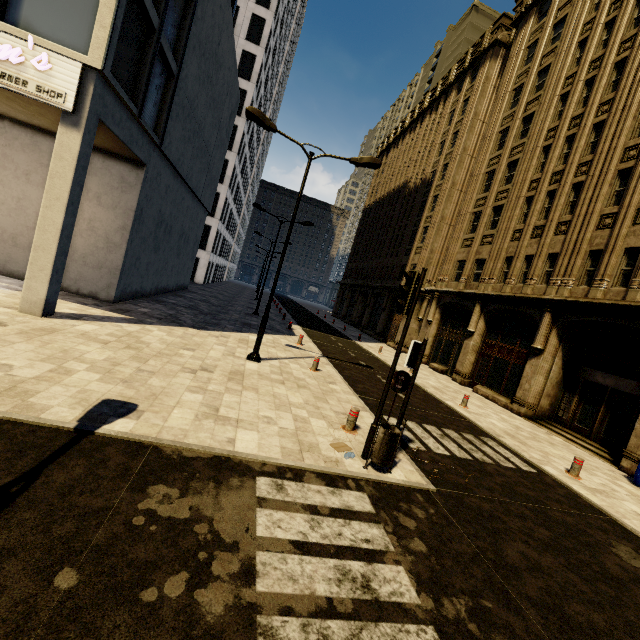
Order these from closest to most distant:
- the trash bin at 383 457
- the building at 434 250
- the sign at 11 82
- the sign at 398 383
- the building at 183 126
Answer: the trash bin at 383 457 < the sign at 398 383 < the sign at 11 82 < the building at 183 126 < the building at 434 250

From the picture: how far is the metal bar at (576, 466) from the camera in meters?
9.1 m

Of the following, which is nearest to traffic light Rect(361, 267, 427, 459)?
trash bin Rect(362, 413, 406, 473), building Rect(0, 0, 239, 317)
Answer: trash bin Rect(362, 413, 406, 473)

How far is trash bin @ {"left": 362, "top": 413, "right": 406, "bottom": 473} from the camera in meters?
6.0 m

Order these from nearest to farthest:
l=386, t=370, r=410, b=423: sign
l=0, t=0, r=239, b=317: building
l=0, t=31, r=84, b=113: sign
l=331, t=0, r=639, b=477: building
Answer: l=386, t=370, r=410, b=423: sign < l=0, t=31, r=84, b=113: sign < l=0, t=0, r=239, b=317: building < l=331, t=0, r=639, b=477: building

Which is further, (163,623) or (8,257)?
(8,257)

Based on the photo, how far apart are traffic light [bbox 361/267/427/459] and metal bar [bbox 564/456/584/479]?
7.05m

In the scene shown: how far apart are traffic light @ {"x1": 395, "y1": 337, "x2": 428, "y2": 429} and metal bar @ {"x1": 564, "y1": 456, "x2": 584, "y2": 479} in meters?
6.6
